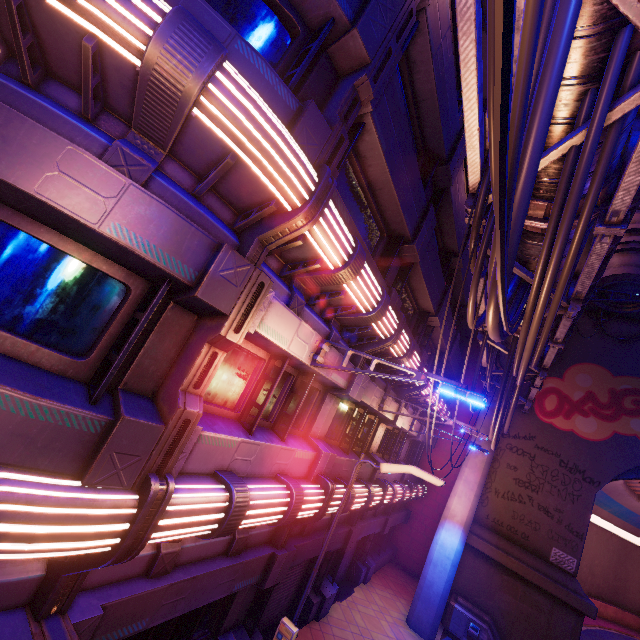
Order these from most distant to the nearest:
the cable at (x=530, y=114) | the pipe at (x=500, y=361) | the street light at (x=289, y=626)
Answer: the pipe at (x=500, y=361) → the street light at (x=289, y=626) → the cable at (x=530, y=114)

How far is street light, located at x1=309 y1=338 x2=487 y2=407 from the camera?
5.13m

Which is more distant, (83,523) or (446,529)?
(446,529)

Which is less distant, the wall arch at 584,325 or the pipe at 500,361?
the pipe at 500,361

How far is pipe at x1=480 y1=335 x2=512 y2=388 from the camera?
10.4 meters

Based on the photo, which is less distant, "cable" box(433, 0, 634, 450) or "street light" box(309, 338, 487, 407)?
"cable" box(433, 0, 634, 450)

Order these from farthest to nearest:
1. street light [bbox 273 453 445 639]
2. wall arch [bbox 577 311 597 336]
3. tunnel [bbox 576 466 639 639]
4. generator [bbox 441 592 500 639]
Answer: tunnel [bbox 576 466 639 639] < wall arch [bbox 577 311 597 336] < generator [bbox 441 592 500 639] < street light [bbox 273 453 445 639]

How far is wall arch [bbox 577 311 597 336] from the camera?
17.9 meters
